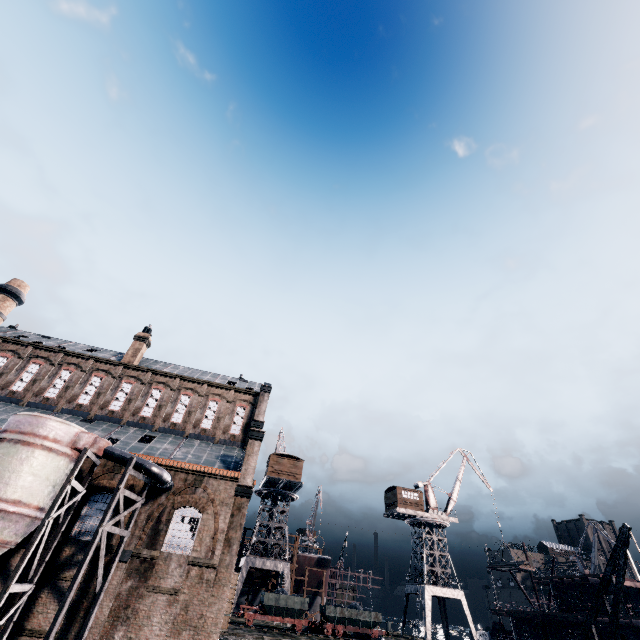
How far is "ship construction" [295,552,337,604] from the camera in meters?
50.2 m

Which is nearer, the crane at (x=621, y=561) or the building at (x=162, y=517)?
the crane at (x=621, y=561)

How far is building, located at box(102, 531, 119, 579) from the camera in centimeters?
2081cm

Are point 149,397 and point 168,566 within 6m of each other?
no

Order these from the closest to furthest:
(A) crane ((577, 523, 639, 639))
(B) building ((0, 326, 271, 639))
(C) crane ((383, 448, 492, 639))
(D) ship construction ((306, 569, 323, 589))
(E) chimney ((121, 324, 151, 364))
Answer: (A) crane ((577, 523, 639, 639)) < (B) building ((0, 326, 271, 639)) < (E) chimney ((121, 324, 151, 364)) < (C) crane ((383, 448, 492, 639)) < (D) ship construction ((306, 569, 323, 589))

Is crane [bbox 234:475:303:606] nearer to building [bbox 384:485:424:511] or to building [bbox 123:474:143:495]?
building [bbox 123:474:143:495]

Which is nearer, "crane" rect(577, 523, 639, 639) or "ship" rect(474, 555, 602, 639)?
"crane" rect(577, 523, 639, 639)

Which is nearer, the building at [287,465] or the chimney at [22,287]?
the chimney at [22,287]
